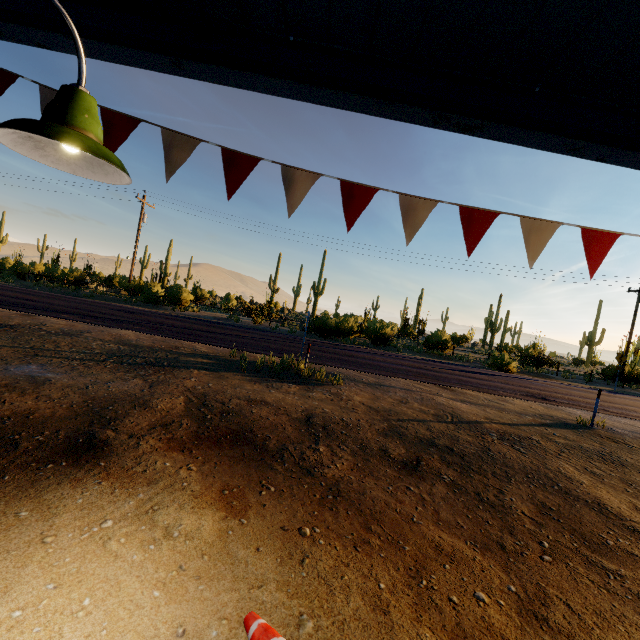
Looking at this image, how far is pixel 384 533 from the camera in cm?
332

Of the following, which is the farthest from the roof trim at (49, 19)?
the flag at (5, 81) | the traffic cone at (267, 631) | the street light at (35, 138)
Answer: the traffic cone at (267, 631)

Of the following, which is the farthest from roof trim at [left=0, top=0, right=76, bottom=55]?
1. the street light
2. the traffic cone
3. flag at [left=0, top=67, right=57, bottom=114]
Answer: the traffic cone

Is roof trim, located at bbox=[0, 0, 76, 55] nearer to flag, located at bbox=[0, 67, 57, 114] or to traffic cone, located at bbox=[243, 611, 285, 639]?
flag, located at bbox=[0, 67, 57, 114]

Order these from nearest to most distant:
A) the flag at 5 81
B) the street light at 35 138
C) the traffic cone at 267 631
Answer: the street light at 35 138
the traffic cone at 267 631
the flag at 5 81

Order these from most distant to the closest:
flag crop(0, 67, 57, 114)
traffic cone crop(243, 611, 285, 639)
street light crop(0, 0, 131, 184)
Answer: flag crop(0, 67, 57, 114)
traffic cone crop(243, 611, 285, 639)
street light crop(0, 0, 131, 184)

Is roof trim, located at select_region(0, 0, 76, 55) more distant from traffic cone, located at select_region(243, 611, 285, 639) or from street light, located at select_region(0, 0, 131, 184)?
traffic cone, located at select_region(243, 611, 285, 639)
